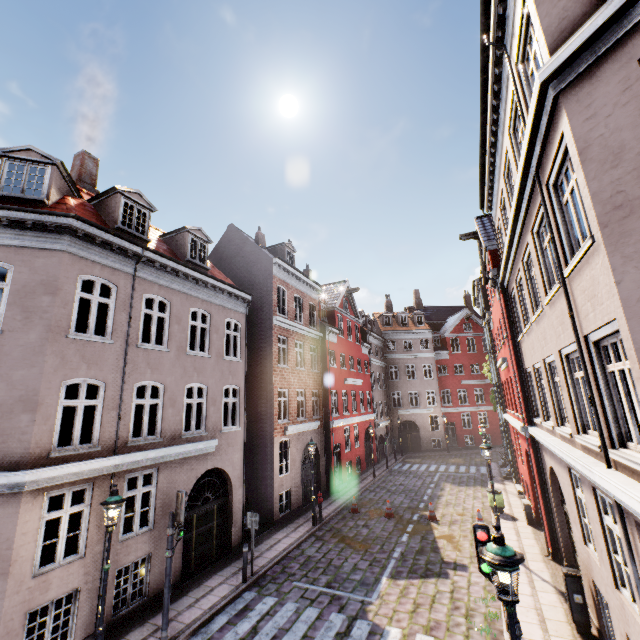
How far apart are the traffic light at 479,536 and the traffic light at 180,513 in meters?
7.0

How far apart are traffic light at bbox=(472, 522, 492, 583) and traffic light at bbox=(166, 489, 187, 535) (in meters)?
7.01

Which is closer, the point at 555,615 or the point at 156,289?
the point at 555,615

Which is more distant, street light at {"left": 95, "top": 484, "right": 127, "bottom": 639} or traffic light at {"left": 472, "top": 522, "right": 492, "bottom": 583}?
street light at {"left": 95, "top": 484, "right": 127, "bottom": 639}

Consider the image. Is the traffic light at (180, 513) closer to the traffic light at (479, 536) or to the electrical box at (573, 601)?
the traffic light at (479, 536)

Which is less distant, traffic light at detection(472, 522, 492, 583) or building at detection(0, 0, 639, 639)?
building at detection(0, 0, 639, 639)

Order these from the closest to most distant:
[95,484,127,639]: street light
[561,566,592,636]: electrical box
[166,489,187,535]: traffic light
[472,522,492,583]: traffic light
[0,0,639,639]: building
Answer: [0,0,639,639]: building < [472,522,492,583]: traffic light < [95,484,127,639]: street light < [561,566,592,636]: electrical box < [166,489,187,535]: traffic light

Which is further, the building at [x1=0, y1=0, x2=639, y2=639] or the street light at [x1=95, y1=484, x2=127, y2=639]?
the street light at [x1=95, y1=484, x2=127, y2=639]
